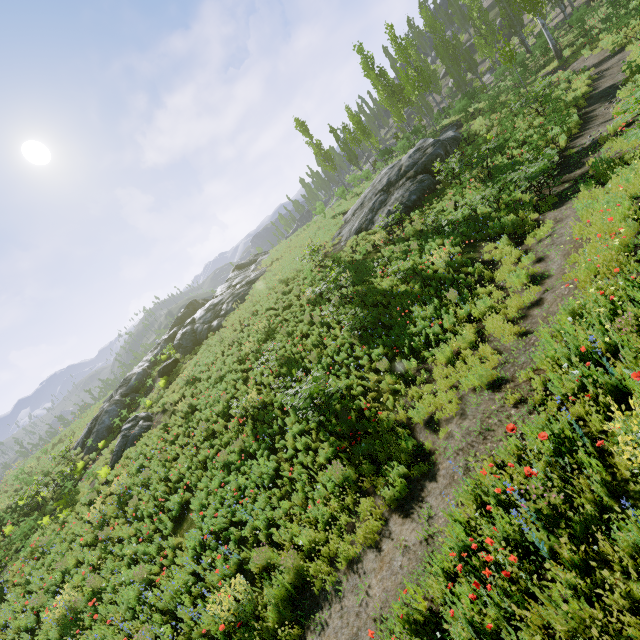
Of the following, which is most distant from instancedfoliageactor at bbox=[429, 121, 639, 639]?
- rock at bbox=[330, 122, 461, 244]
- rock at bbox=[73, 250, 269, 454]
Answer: rock at bbox=[330, 122, 461, 244]

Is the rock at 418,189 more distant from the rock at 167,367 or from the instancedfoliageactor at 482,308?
the rock at 167,367

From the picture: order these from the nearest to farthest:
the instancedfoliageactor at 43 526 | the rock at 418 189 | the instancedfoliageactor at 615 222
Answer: the instancedfoliageactor at 615 222 → the instancedfoliageactor at 43 526 → the rock at 418 189

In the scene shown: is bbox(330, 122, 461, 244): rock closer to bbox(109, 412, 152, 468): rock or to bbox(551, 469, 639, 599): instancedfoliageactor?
bbox(551, 469, 639, 599): instancedfoliageactor

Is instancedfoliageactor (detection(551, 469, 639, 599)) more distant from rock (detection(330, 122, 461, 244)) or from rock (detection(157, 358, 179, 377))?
rock (detection(157, 358, 179, 377))

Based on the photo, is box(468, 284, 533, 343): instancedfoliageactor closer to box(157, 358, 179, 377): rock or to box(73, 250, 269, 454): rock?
box(73, 250, 269, 454): rock

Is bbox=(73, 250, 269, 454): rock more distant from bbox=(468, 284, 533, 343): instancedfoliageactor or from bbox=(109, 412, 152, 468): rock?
bbox=(109, 412, 152, 468): rock

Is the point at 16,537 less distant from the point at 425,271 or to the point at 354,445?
the point at 354,445
